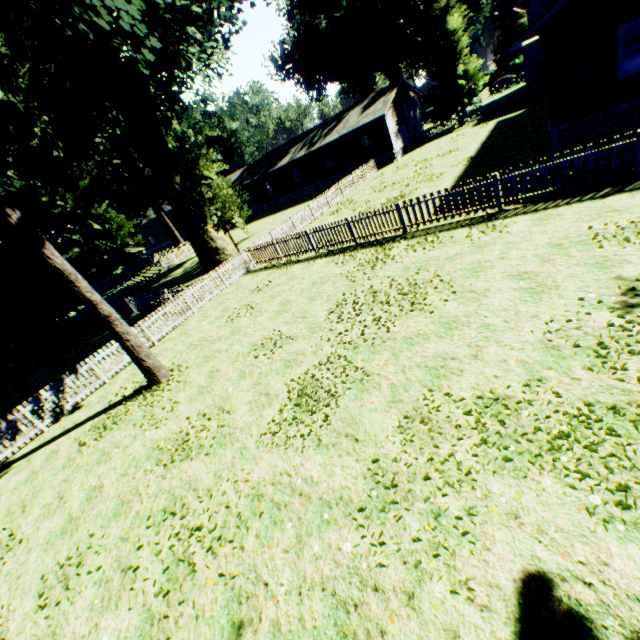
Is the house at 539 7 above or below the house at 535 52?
above

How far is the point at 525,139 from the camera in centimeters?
1836cm

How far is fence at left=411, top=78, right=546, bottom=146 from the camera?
29.0 meters

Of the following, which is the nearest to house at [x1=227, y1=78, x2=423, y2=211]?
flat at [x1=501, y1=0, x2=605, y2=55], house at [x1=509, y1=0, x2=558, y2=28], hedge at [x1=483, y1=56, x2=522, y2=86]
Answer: house at [x1=509, y1=0, x2=558, y2=28]

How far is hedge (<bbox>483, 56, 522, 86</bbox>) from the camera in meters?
56.2

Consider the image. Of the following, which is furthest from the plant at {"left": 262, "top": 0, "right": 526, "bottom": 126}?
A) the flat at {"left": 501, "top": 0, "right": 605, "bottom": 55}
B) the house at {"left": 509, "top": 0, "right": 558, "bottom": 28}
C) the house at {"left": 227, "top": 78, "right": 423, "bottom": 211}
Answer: the flat at {"left": 501, "top": 0, "right": 605, "bottom": 55}

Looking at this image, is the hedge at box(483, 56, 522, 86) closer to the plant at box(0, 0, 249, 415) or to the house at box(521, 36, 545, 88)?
the plant at box(0, 0, 249, 415)

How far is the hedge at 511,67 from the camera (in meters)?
56.19
